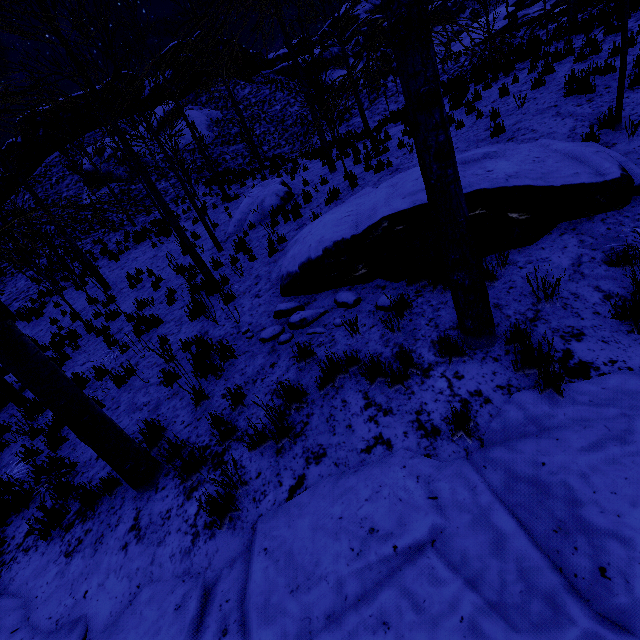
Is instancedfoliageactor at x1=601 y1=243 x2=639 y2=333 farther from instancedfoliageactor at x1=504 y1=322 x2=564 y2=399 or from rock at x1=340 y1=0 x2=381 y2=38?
rock at x1=340 y1=0 x2=381 y2=38

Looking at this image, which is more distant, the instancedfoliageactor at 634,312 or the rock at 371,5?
the rock at 371,5

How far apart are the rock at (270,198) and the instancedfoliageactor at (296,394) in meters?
8.8

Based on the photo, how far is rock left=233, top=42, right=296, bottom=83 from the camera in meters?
37.6 m

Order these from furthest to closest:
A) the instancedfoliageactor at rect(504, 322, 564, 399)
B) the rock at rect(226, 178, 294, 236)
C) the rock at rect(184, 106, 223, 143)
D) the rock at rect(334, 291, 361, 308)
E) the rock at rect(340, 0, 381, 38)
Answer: the rock at rect(340, 0, 381, 38) → the rock at rect(184, 106, 223, 143) → the rock at rect(226, 178, 294, 236) → the rock at rect(334, 291, 361, 308) → the instancedfoliageactor at rect(504, 322, 564, 399)

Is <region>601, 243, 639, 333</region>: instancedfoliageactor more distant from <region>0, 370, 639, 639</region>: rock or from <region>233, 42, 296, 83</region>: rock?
<region>233, 42, 296, 83</region>: rock

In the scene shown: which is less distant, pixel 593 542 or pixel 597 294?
pixel 593 542

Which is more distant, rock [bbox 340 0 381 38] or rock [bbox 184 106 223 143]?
rock [bbox 340 0 381 38]
